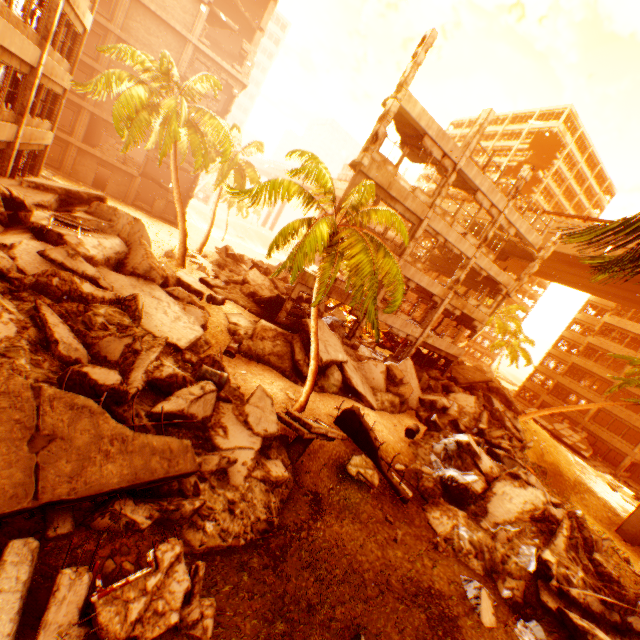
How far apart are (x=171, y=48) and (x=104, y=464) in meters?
35.3

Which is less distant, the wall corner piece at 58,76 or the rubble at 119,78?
the rubble at 119,78

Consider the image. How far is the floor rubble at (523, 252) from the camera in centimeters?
2320cm

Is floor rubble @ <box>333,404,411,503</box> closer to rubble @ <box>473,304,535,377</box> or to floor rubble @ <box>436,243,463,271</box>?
floor rubble @ <box>436,243,463,271</box>

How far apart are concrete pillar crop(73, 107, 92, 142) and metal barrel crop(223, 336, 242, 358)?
26.48m

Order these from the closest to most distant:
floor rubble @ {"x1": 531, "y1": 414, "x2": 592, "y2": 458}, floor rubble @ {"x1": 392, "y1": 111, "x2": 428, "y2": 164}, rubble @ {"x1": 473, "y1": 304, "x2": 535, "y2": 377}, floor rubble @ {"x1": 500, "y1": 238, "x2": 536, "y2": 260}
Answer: floor rubble @ {"x1": 392, "y1": 111, "x2": 428, "y2": 164} → floor rubble @ {"x1": 500, "y1": 238, "x2": 536, "y2": 260} → floor rubble @ {"x1": 531, "y1": 414, "x2": 592, "y2": 458} → rubble @ {"x1": 473, "y1": 304, "x2": 535, "y2": 377}

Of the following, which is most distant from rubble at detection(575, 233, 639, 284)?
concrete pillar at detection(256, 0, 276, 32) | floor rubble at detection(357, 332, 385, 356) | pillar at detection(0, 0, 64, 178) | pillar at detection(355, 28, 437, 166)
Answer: concrete pillar at detection(256, 0, 276, 32)

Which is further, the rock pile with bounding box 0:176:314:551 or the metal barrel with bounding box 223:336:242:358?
the metal barrel with bounding box 223:336:242:358
